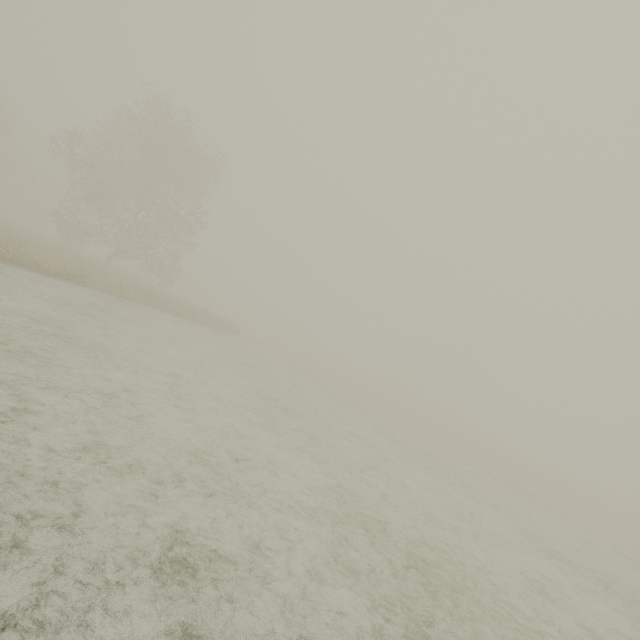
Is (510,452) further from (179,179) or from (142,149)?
(142,149)
